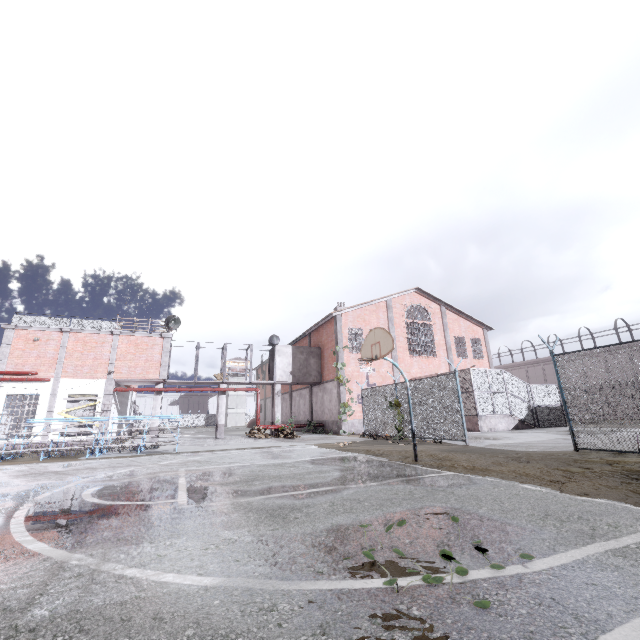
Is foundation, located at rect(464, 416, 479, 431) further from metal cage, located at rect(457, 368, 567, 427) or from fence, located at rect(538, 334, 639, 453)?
fence, located at rect(538, 334, 639, 453)

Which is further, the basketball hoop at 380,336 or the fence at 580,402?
the basketball hoop at 380,336

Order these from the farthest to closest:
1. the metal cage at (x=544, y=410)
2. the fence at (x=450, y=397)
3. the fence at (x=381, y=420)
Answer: the metal cage at (x=544, y=410), the fence at (x=381, y=420), the fence at (x=450, y=397)

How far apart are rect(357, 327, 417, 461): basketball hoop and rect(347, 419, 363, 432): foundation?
14.4 meters

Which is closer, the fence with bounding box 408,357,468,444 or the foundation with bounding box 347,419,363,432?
the fence with bounding box 408,357,468,444

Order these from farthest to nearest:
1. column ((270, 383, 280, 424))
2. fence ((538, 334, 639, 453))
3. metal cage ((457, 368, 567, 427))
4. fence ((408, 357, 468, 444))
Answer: column ((270, 383, 280, 424))
metal cage ((457, 368, 567, 427))
fence ((408, 357, 468, 444))
fence ((538, 334, 639, 453))

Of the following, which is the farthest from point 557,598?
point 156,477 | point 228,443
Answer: point 228,443

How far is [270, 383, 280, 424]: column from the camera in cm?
2531
